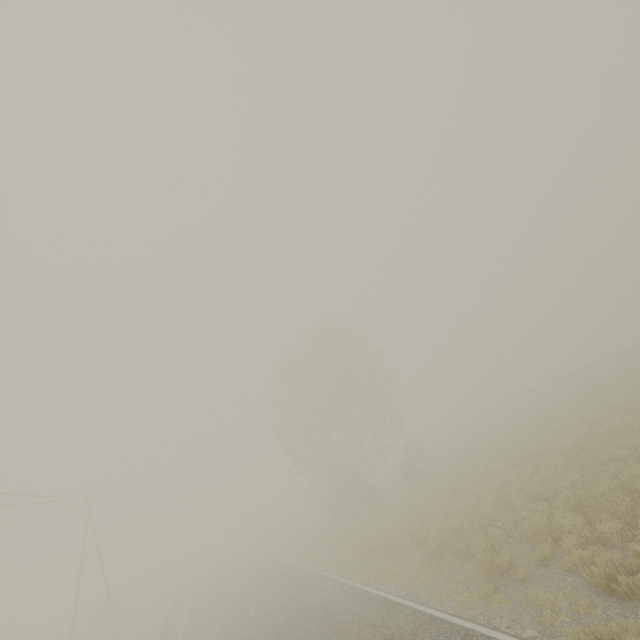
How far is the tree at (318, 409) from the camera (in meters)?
26.88

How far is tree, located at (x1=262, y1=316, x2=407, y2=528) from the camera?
26.9m

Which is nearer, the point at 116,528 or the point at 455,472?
the point at 455,472
